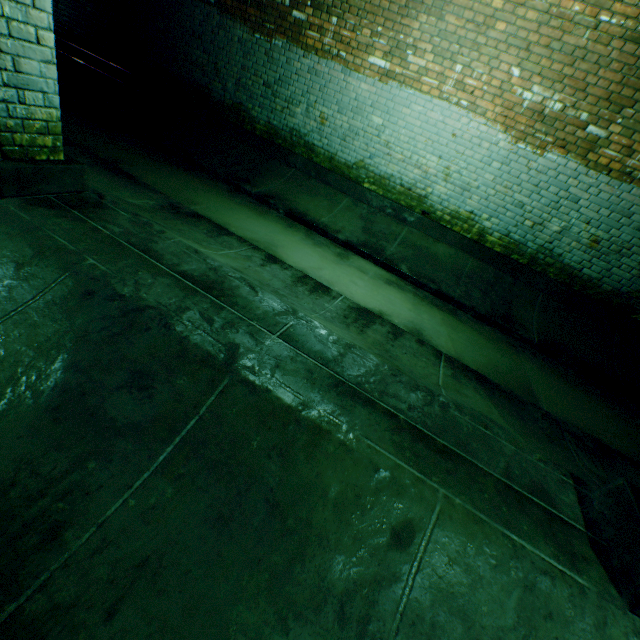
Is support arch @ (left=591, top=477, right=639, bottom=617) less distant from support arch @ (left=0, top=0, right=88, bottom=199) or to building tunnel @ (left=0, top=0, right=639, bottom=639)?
building tunnel @ (left=0, top=0, right=639, bottom=639)

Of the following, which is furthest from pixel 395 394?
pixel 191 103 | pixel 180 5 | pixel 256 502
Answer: pixel 180 5

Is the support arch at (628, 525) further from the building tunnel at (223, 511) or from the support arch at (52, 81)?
the support arch at (52, 81)

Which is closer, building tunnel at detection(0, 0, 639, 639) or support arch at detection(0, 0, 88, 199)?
building tunnel at detection(0, 0, 639, 639)

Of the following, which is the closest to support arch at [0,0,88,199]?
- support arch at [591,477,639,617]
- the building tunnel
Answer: the building tunnel

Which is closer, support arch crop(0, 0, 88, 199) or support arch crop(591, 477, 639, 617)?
support arch crop(591, 477, 639, 617)

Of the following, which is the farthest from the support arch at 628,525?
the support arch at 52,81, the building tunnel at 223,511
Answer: the support arch at 52,81
